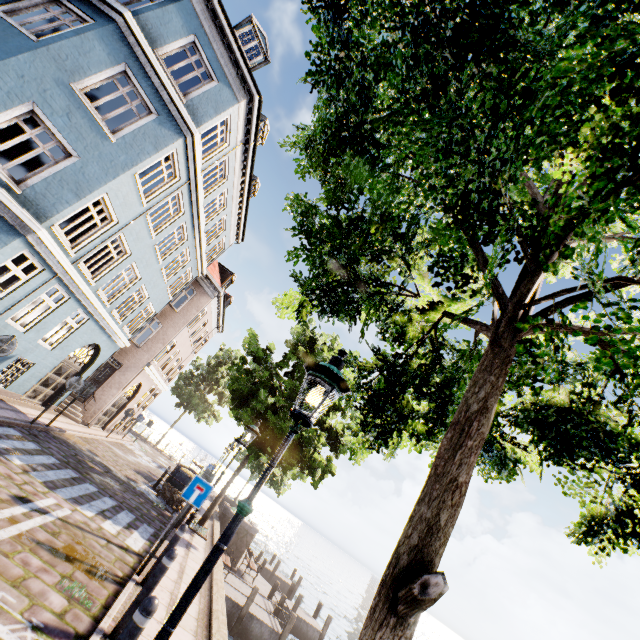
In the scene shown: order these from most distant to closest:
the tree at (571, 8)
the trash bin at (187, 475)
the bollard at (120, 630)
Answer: the trash bin at (187, 475) → the bollard at (120, 630) → the tree at (571, 8)

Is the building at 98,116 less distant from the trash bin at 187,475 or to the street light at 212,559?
the trash bin at 187,475

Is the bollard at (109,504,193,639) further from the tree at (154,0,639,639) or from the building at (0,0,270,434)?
the building at (0,0,270,434)

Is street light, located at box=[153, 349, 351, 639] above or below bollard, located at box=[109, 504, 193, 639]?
above

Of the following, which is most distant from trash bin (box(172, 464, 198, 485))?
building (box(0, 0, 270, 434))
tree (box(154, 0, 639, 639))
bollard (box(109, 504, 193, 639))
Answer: bollard (box(109, 504, 193, 639))

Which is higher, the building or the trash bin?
the building

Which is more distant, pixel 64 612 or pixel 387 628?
pixel 64 612

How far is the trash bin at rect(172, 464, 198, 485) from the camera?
15.43m
